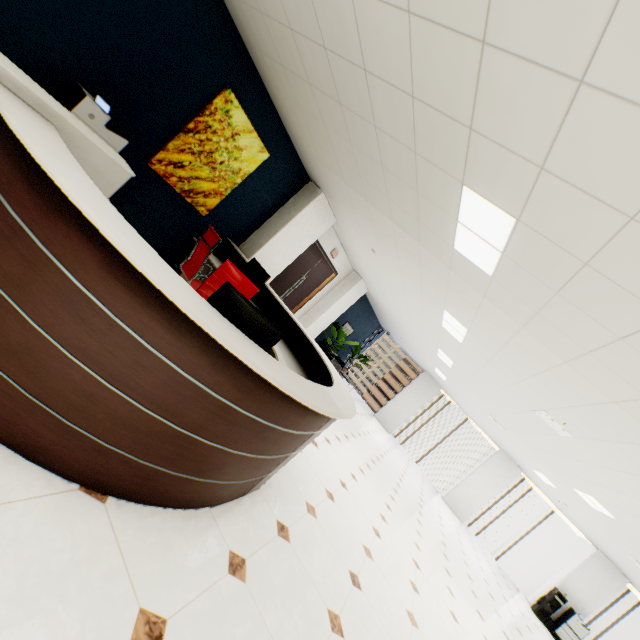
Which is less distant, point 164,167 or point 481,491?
point 164,167

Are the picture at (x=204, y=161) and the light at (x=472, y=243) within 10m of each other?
yes

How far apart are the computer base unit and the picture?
0.6m

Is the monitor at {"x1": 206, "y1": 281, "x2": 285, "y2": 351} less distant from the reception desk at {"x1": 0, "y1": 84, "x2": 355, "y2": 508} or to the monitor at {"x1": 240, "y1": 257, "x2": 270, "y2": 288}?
the reception desk at {"x1": 0, "y1": 84, "x2": 355, "y2": 508}

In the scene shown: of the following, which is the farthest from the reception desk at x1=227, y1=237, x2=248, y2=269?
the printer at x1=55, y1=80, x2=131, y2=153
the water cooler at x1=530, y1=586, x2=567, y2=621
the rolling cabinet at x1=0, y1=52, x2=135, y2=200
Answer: the water cooler at x1=530, y1=586, x2=567, y2=621

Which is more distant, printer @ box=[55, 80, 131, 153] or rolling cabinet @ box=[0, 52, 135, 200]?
printer @ box=[55, 80, 131, 153]

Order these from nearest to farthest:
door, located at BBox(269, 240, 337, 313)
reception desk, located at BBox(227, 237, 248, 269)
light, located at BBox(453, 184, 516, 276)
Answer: light, located at BBox(453, 184, 516, 276) → reception desk, located at BBox(227, 237, 248, 269) → door, located at BBox(269, 240, 337, 313)

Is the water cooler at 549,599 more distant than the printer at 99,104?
Yes
